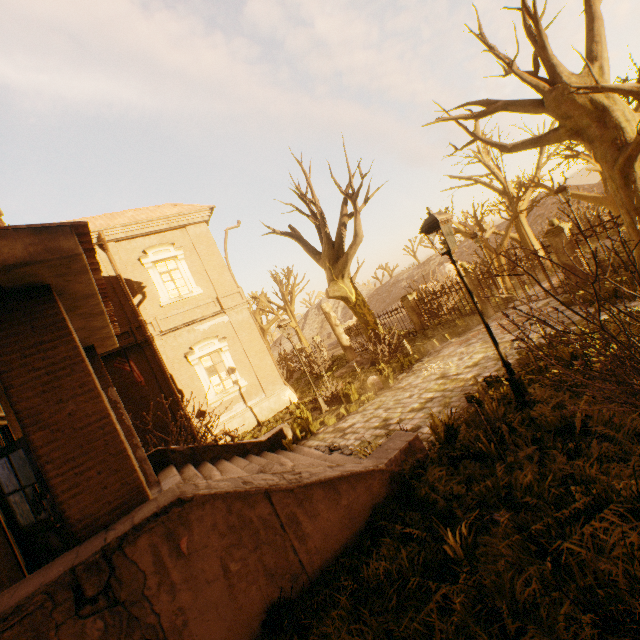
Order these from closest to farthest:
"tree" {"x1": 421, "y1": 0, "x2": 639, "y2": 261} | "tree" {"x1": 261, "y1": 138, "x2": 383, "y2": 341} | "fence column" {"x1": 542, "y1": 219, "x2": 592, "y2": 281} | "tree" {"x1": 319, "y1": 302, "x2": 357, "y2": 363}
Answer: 1. "tree" {"x1": 421, "y1": 0, "x2": 639, "y2": 261}
2. "fence column" {"x1": 542, "y1": 219, "x2": 592, "y2": 281}
3. "tree" {"x1": 261, "y1": 138, "x2": 383, "y2": 341}
4. "tree" {"x1": 319, "y1": 302, "x2": 357, "y2": 363}

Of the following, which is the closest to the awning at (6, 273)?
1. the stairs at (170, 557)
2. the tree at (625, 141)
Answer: the stairs at (170, 557)

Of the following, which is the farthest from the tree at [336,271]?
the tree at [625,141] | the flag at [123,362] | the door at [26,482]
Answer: the tree at [625,141]

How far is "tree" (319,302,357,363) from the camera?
21.8 meters

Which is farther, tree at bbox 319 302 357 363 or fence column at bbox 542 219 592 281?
tree at bbox 319 302 357 363

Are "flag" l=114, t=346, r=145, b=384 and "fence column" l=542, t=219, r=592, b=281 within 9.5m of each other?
no

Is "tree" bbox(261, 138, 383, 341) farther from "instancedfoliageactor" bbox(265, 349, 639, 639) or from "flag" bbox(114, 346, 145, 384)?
"instancedfoliageactor" bbox(265, 349, 639, 639)

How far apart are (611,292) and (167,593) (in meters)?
12.39
